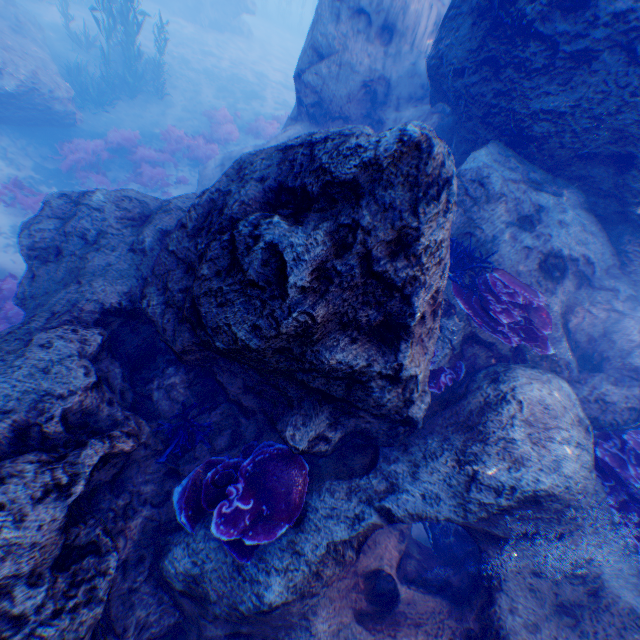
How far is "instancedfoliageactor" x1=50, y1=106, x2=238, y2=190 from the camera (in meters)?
11.74

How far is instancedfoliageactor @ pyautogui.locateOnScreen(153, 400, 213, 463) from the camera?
3.6 meters

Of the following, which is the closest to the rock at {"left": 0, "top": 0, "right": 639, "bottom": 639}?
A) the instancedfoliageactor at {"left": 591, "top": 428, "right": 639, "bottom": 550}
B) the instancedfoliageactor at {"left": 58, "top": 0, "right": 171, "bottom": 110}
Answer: the instancedfoliageactor at {"left": 591, "top": 428, "right": 639, "bottom": 550}

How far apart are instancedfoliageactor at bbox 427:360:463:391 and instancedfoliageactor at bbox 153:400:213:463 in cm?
270

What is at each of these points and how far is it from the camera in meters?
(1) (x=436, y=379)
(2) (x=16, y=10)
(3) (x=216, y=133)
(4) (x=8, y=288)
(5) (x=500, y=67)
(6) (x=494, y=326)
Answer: (1) instancedfoliageactor, 4.7
(2) rock, 12.6
(3) instancedfoliageactor, 15.6
(4) instancedfoliageactor, 7.7
(5) rock, 5.3
(6) instancedfoliageactor, 4.5

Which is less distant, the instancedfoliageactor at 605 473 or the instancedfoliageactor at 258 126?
the instancedfoliageactor at 605 473

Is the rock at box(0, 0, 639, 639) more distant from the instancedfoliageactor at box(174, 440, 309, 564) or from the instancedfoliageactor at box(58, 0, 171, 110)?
the instancedfoliageactor at box(58, 0, 171, 110)

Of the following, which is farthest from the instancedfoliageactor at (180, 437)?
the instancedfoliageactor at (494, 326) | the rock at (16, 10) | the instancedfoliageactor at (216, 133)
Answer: the instancedfoliageactor at (216, 133)
